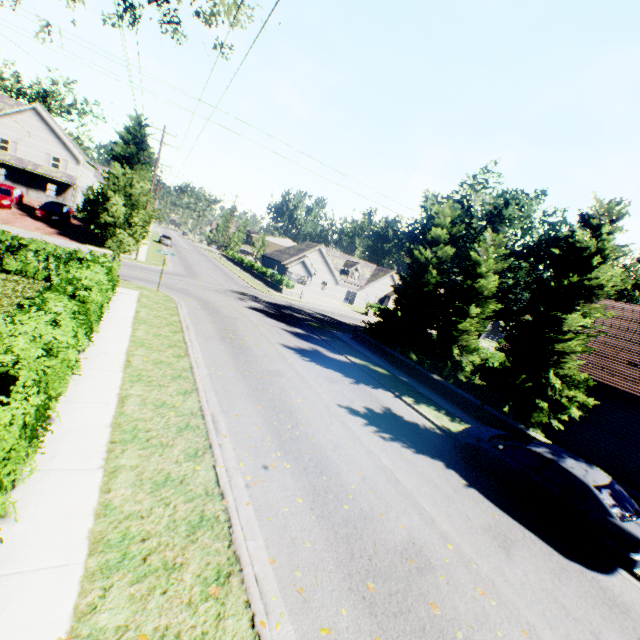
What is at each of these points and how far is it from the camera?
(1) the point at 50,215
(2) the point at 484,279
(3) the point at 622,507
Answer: (1) car, 29.5m
(2) tree, 17.7m
(3) car, 7.6m

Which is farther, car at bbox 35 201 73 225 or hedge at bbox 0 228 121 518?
car at bbox 35 201 73 225

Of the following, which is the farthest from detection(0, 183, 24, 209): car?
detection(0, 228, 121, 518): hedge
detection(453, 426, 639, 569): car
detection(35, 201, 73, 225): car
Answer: detection(453, 426, 639, 569): car

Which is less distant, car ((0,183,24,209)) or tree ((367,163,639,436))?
tree ((367,163,639,436))

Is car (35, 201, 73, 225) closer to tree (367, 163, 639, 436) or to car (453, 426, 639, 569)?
tree (367, 163, 639, 436)

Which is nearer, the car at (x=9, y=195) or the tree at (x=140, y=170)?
the tree at (x=140, y=170)

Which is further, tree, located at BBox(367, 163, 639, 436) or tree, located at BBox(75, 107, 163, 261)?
tree, located at BBox(75, 107, 163, 261)

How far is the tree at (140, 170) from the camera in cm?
1706
